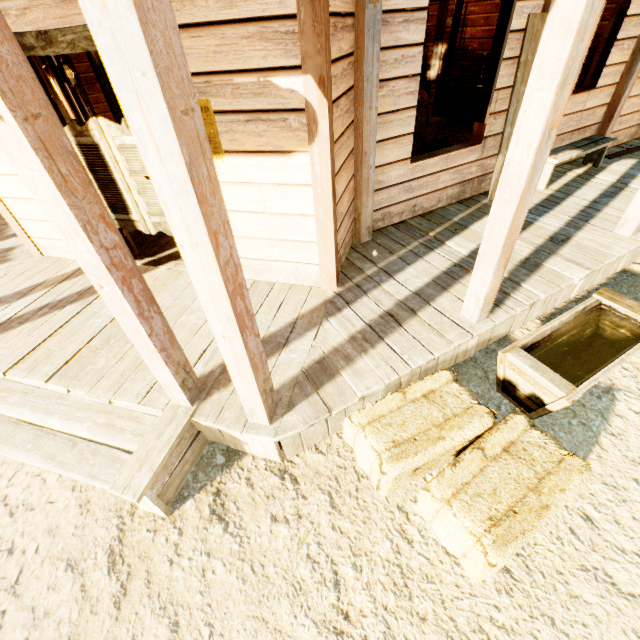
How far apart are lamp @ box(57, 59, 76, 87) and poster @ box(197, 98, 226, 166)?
5.6 meters

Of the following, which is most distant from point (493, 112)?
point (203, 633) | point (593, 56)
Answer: point (203, 633)

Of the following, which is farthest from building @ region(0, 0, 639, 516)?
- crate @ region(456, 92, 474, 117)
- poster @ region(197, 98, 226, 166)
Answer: crate @ region(456, 92, 474, 117)

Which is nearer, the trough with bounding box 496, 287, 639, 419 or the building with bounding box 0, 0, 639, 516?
the building with bounding box 0, 0, 639, 516

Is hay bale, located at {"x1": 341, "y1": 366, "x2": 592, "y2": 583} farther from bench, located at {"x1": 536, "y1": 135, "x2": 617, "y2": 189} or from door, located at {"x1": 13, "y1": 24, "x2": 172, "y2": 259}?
bench, located at {"x1": 536, "y1": 135, "x2": 617, "y2": 189}

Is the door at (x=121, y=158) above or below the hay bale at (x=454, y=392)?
above

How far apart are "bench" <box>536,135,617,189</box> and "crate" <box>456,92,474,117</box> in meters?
3.9 m

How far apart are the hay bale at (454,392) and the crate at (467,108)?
8.7 meters
